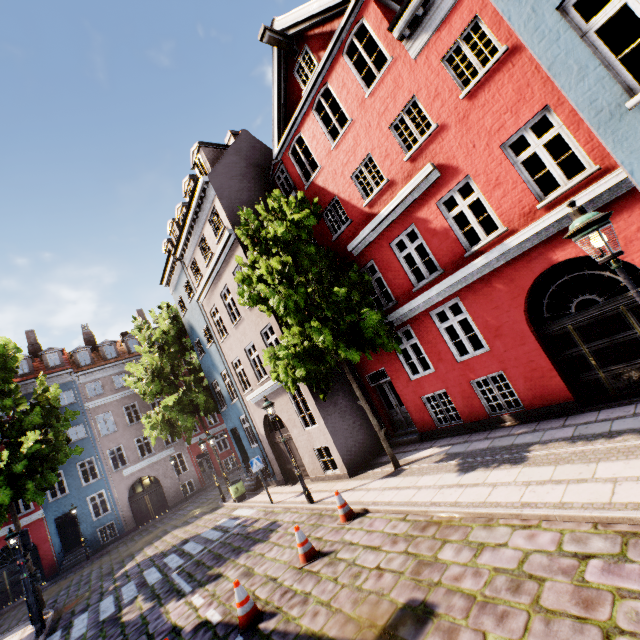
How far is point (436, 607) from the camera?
4.4m

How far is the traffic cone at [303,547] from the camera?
7.2m

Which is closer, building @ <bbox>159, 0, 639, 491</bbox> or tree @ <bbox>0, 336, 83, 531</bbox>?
building @ <bbox>159, 0, 639, 491</bbox>

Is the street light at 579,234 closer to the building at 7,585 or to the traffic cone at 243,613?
the building at 7,585

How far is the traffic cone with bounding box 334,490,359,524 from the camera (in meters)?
8.27

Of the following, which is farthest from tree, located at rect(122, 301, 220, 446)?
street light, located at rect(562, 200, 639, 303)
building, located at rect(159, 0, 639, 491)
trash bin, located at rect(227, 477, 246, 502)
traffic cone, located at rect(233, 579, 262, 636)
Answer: street light, located at rect(562, 200, 639, 303)

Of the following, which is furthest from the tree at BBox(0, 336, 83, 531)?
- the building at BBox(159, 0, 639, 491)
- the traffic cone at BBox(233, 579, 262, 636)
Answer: the traffic cone at BBox(233, 579, 262, 636)

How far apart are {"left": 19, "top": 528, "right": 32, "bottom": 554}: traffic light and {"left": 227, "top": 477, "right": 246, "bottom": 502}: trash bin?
7.5 meters
